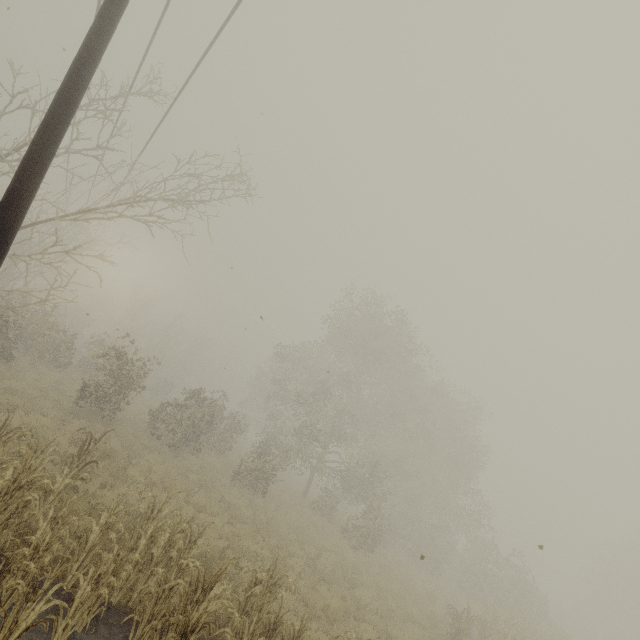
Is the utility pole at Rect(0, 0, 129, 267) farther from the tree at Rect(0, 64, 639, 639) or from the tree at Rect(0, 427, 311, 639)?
the tree at Rect(0, 64, 639, 639)

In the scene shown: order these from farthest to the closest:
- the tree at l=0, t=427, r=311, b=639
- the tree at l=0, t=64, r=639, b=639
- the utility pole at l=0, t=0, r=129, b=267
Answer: the tree at l=0, t=64, r=639, b=639 → the tree at l=0, t=427, r=311, b=639 → the utility pole at l=0, t=0, r=129, b=267

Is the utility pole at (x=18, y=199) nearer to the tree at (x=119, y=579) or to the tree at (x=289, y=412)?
the tree at (x=119, y=579)

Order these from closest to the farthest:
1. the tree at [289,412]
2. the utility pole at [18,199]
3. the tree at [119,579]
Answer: the utility pole at [18,199], the tree at [119,579], the tree at [289,412]

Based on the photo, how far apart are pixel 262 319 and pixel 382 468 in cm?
2319

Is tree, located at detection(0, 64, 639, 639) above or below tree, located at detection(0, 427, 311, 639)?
above
